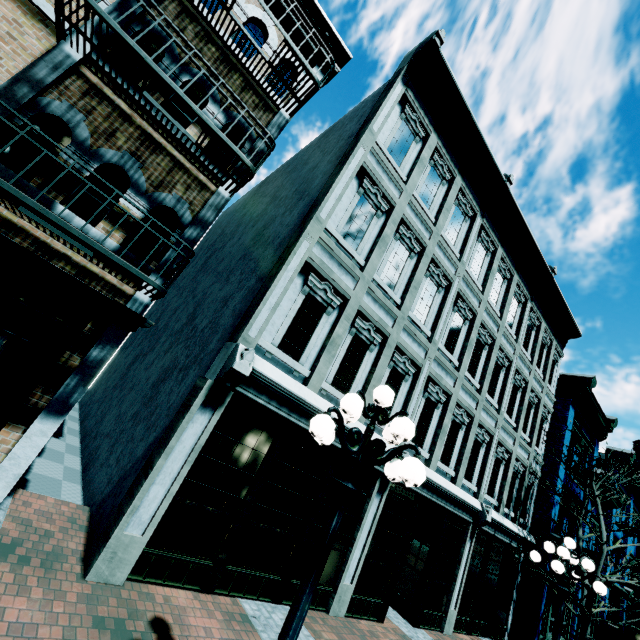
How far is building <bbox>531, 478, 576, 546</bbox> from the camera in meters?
13.0

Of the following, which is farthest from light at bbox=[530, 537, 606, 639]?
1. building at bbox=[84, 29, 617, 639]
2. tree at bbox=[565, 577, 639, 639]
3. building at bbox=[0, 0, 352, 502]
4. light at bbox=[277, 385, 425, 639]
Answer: building at bbox=[0, 0, 352, 502]

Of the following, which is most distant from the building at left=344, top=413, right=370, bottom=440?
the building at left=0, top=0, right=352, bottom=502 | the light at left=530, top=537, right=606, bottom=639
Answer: the light at left=530, top=537, right=606, bottom=639

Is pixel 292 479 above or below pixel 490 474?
below

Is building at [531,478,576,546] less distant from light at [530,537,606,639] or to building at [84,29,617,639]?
building at [84,29,617,639]

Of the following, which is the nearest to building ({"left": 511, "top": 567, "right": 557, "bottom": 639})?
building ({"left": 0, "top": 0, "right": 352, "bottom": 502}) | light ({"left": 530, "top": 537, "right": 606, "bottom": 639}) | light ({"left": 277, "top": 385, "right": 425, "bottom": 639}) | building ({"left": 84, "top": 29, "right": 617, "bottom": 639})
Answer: building ({"left": 84, "top": 29, "right": 617, "bottom": 639})

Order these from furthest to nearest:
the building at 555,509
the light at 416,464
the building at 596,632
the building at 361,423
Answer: the building at 596,632 → the building at 555,509 → the building at 361,423 → the light at 416,464

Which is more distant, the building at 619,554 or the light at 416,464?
the building at 619,554
